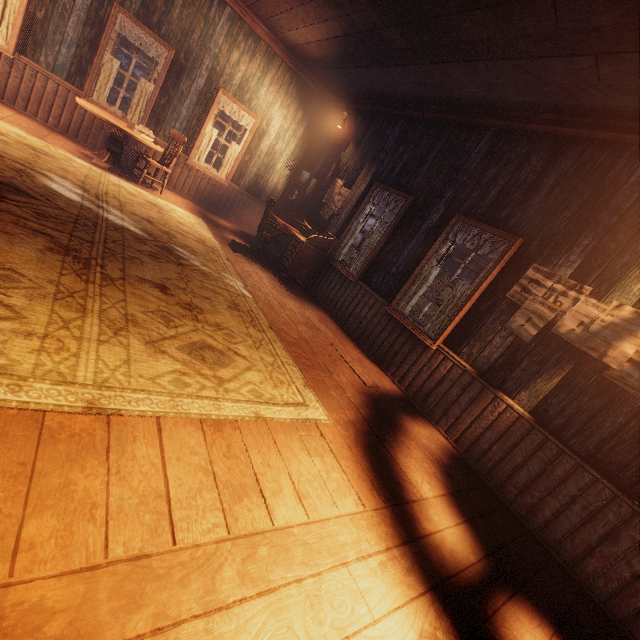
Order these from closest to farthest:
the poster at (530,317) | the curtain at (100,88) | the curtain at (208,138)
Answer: the poster at (530,317) → the curtain at (100,88) → the curtain at (208,138)

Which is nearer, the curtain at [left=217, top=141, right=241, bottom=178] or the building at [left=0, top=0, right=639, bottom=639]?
the building at [left=0, top=0, right=639, bottom=639]

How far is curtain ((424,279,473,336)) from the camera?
4.2m

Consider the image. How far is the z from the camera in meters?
32.2 m

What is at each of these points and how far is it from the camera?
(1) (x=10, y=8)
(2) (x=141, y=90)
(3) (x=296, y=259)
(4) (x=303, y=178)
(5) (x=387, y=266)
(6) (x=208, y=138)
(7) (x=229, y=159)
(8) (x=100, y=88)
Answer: (1) curtain, 5.1m
(2) curtain, 6.3m
(3) desk, 6.2m
(4) photos, 8.1m
(5) building, 5.4m
(6) curtain, 7.3m
(7) curtain, 7.7m
(8) curtain, 6.1m

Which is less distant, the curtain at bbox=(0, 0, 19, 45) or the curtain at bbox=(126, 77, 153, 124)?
the curtain at bbox=(0, 0, 19, 45)

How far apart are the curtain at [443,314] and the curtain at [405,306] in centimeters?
37cm

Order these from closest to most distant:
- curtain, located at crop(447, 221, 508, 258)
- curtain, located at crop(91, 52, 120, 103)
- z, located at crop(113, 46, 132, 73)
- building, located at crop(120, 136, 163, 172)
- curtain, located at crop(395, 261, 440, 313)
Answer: curtain, located at crop(447, 221, 508, 258) < curtain, located at crop(395, 261, 440, 313) < curtain, located at crop(91, 52, 120, 103) < building, located at crop(120, 136, 163, 172) < z, located at crop(113, 46, 132, 73)
